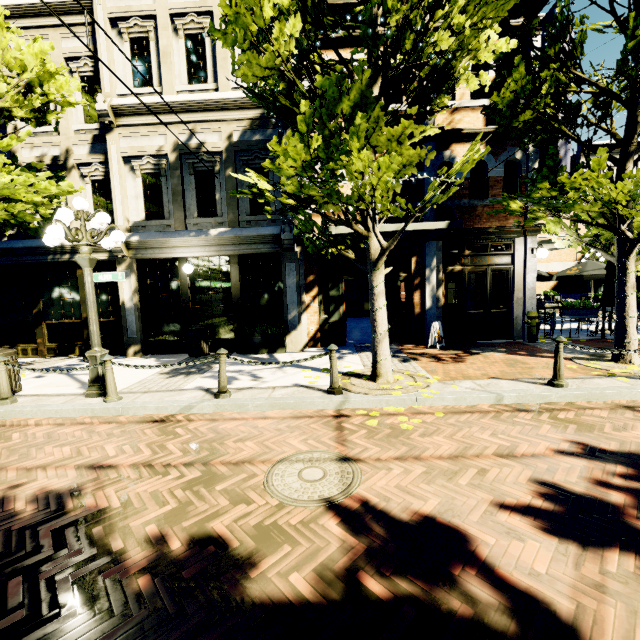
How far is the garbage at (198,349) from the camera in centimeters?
921cm

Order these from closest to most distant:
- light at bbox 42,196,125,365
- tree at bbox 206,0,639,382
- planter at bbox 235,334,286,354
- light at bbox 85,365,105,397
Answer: tree at bbox 206,0,639,382
light at bbox 42,196,125,365
light at bbox 85,365,105,397
planter at bbox 235,334,286,354

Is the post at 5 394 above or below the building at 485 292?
below

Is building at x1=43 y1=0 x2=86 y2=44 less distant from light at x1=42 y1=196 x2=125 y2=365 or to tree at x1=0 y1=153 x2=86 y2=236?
tree at x1=0 y1=153 x2=86 y2=236

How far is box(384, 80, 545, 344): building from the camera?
9.45m

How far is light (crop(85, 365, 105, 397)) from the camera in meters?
6.0

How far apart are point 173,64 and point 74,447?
10.31m

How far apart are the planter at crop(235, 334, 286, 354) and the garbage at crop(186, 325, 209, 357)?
0.82m
